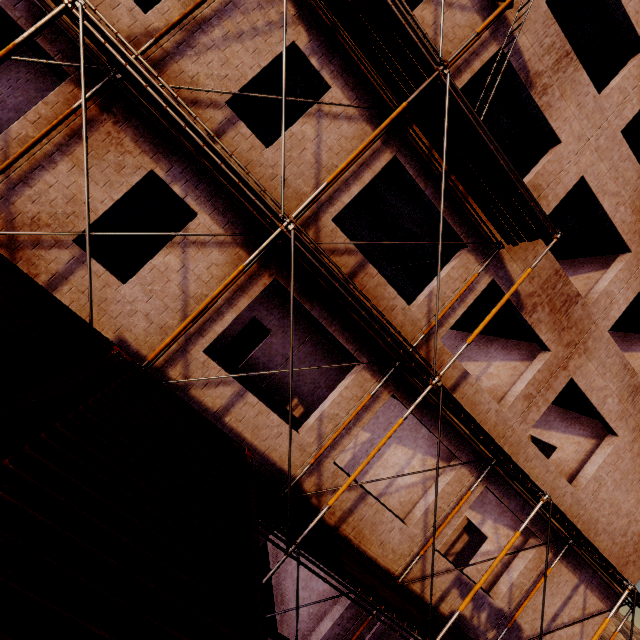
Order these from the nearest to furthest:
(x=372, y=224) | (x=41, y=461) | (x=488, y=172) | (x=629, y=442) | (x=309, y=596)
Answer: (x=41, y=461)
(x=488, y=172)
(x=309, y=596)
(x=629, y=442)
(x=372, y=224)

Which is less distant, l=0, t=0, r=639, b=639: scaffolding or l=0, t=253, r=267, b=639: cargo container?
l=0, t=253, r=267, b=639: cargo container

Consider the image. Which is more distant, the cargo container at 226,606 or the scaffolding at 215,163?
the scaffolding at 215,163
